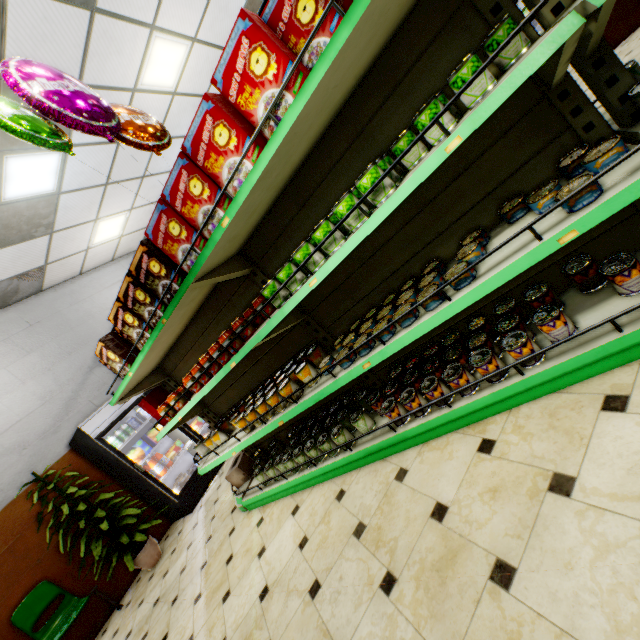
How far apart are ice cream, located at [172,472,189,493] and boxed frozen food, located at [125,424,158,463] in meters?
0.7 m

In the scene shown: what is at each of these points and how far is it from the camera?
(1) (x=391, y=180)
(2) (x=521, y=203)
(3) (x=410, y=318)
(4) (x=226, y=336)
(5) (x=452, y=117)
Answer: (1) canned food, 1.6m
(2) canned food, 1.7m
(3) canned food, 1.8m
(4) jam jar, 2.4m
(5) canned food, 1.5m

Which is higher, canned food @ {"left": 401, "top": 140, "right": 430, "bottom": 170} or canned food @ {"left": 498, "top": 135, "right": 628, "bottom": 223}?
Result: canned food @ {"left": 401, "top": 140, "right": 430, "bottom": 170}

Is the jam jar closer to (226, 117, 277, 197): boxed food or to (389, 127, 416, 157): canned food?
(226, 117, 277, 197): boxed food

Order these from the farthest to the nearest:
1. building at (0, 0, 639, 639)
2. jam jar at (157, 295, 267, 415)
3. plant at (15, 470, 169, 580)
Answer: plant at (15, 470, 169, 580)
jam jar at (157, 295, 267, 415)
building at (0, 0, 639, 639)

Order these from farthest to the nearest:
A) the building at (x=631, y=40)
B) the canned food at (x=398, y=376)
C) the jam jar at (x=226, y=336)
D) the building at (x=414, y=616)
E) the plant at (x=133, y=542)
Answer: the building at (x=631, y=40)
the plant at (x=133, y=542)
the jam jar at (x=226, y=336)
the canned food at (x=398, y=376)
the building at (x=414, y=616)

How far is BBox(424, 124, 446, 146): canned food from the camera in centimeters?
148cm

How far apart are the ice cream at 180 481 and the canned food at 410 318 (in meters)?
4.71
